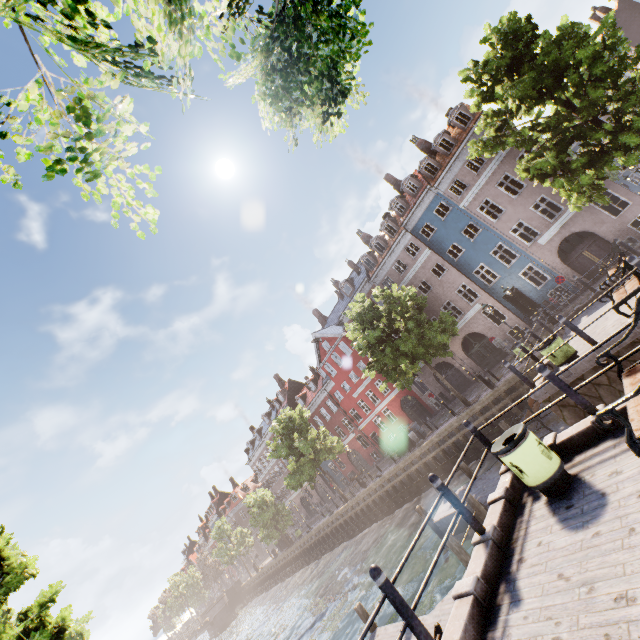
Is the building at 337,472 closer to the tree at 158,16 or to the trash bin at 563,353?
the tree at 158,16

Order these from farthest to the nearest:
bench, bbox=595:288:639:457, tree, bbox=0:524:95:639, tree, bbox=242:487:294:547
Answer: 1. tree, bbox=242:487:294:547
2. tree, bbox=0:524:95:639
3. bench, bbox=595:288:639:457

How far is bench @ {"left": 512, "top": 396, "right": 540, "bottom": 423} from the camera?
12.7 meters

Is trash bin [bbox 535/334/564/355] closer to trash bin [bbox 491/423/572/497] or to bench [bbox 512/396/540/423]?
bench [bbox 512/396/540/423]

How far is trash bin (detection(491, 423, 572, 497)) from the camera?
5.04m

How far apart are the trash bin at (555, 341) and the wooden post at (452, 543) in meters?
6.1 m

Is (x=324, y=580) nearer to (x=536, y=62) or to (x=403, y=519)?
(x=403, y=519)

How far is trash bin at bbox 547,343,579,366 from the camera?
9.4m
